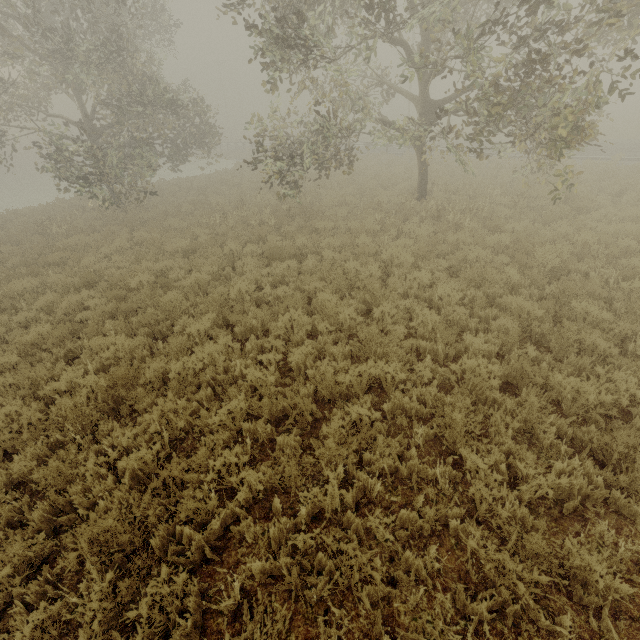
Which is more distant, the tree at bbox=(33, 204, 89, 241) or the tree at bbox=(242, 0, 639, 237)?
the tree at bbox=(33, 204, 89, 241)

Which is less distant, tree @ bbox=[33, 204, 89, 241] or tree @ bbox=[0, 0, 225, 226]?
tree @ bbox=[0, 0, 225, 226]

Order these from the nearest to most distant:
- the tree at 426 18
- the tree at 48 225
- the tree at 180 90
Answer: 1. the tree at 426 18
2. the tree at 180 90
3. the tree at 48 225

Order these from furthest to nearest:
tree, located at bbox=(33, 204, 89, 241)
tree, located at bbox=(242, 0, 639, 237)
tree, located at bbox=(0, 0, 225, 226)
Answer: tree, located at bbox=(33, 204, 89, 241), tree, located at bbox=(0, 0, 225, 226), tree, located at bbox=(242, 0, 639, 237)

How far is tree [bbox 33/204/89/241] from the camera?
13.8m

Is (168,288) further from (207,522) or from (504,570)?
(504,570)

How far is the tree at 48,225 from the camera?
13.8m
